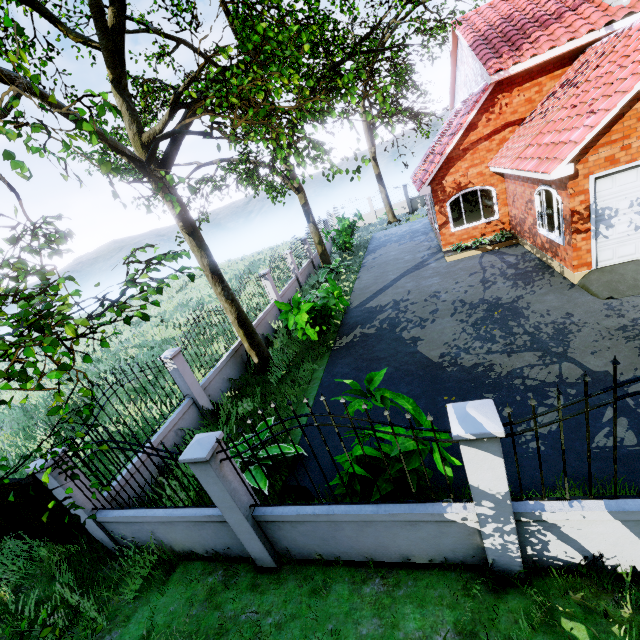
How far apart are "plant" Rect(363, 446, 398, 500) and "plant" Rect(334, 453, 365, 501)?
0.13m

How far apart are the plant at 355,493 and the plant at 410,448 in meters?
0.1

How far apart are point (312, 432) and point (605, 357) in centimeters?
633cm

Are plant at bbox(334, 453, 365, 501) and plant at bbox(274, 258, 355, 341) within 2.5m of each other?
no

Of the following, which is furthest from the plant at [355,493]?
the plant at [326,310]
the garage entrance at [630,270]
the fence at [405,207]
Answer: the fence at [405,207]

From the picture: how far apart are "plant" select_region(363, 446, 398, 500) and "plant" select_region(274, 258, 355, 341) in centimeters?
550cm

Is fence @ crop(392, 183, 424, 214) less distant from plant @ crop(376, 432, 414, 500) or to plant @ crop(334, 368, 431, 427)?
plant @ crop(334, 368, 431, 427)
